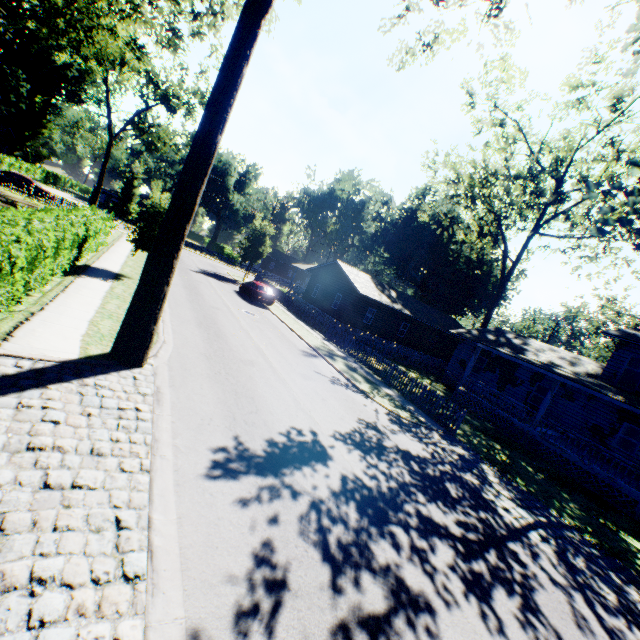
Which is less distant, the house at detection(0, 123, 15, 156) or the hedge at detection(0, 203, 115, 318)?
the hedge at detection(0, 203, 115, 318)

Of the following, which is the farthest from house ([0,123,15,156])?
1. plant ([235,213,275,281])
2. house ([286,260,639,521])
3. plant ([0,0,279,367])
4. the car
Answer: plant ([0,0,279,367])

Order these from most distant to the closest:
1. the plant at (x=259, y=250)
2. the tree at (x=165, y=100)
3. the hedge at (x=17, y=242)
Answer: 1. the plant at (x=259, y=250)
2. the tree at (x=165, y=100)
3. the hedge at (x=17, y=242)

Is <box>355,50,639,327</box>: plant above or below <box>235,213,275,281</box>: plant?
above

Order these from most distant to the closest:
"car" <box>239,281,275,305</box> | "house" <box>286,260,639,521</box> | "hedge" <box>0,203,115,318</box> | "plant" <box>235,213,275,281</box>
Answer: "plant" <box>235,213,275,281</box>, "car" <box>239,281,275,305</box>, "house" <box>286,260,639,521</box>, "hedge" <box>0,203,115,318</box>

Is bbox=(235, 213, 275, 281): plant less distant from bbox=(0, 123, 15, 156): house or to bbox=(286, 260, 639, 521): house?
bbox=(286, 260, 639, 521): house

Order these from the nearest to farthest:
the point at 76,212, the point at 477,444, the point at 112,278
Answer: the point at 477,444 → the point at 112,278 → the point at 76,212

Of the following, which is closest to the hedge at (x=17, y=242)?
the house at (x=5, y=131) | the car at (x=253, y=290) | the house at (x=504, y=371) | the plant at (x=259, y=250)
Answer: the car at (x=253, y=290)
